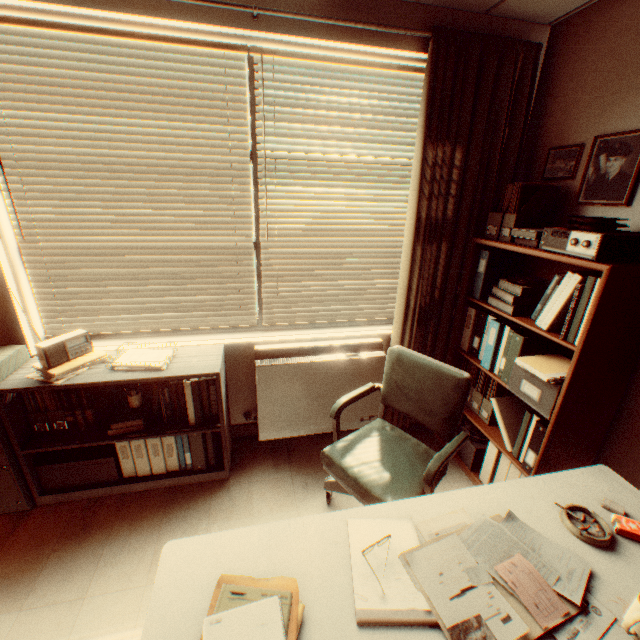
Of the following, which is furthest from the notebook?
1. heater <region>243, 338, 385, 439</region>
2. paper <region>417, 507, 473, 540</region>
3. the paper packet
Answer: heater <region>243, 338, 385, 439</region>

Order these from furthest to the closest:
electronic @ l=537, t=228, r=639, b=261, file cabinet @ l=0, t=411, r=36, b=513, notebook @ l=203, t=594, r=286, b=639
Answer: file cabinet @ l=0, t=411, r=36, b=513
electronic @ l=537, t=228, r=639, b=261
notebook @ l=203, t=594, r=286, b=639

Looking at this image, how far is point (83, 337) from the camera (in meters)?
2.37

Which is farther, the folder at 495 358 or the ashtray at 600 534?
the folder at 495 358

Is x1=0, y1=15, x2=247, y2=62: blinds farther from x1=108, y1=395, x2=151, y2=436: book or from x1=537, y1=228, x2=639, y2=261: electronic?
x1=537, y1=228, x2=639, y2=261: electronic

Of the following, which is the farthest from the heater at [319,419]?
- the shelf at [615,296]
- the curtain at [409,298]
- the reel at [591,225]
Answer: the reel at [591,225]

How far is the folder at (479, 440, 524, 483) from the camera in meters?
2.4 m

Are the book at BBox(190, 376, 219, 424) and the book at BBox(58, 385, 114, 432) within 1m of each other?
yes
